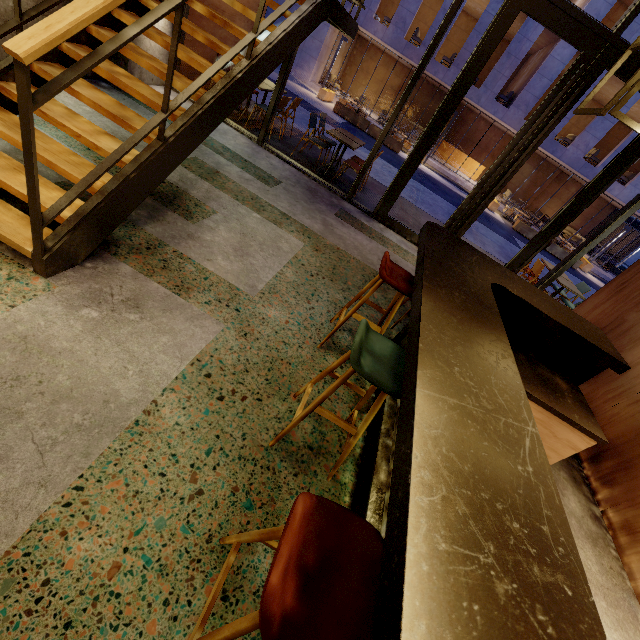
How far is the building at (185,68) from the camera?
6.11m

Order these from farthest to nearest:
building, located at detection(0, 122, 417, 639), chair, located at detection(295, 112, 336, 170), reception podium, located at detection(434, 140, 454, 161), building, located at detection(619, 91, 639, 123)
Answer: reception podium, located at detection(434, 140, 454, 161) < building, located at detection(619, 91, 639, 123) < chair, located at detection(295, 112, 336, 170) < building, located at detection(0, 122, 417, 639)

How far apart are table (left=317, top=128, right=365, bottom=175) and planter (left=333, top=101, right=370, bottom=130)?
11.2m

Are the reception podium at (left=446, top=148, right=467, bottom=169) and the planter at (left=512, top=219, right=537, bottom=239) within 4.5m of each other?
no

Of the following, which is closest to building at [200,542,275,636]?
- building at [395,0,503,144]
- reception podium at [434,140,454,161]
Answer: building at [395,0,503,144]

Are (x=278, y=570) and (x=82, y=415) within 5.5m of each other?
yes

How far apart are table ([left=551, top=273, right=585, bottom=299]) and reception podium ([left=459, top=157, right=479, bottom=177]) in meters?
21.0
